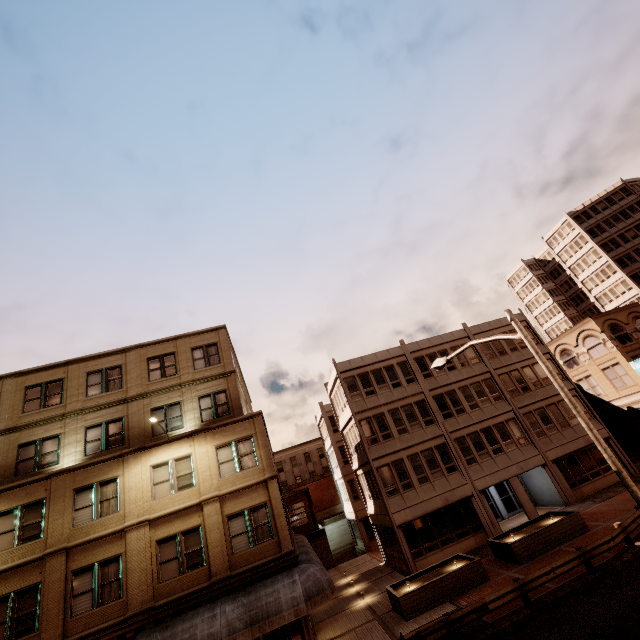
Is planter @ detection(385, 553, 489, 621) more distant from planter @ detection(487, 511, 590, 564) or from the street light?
the street light

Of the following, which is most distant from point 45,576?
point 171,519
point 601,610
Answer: point 601,610

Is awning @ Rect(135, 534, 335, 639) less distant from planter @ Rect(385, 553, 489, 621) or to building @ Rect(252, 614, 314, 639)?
building @ Rect(252, 614, 314, 639)

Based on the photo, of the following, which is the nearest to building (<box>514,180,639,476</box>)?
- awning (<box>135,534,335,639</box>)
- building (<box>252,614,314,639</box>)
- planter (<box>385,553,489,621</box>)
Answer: planter (<box>385,553,489,621</box>)

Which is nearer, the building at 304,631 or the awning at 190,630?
the awning at 190,630

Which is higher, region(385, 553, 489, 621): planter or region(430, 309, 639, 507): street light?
region(430, 309, 639, 507): street light

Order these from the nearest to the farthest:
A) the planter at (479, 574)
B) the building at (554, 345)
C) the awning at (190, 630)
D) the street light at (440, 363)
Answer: the street light at (440, 363) < the awning at (190, 630) < the planter at (479, 574) < the building at (554, 345)

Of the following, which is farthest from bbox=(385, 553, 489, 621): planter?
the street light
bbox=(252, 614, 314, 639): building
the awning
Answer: the street light
